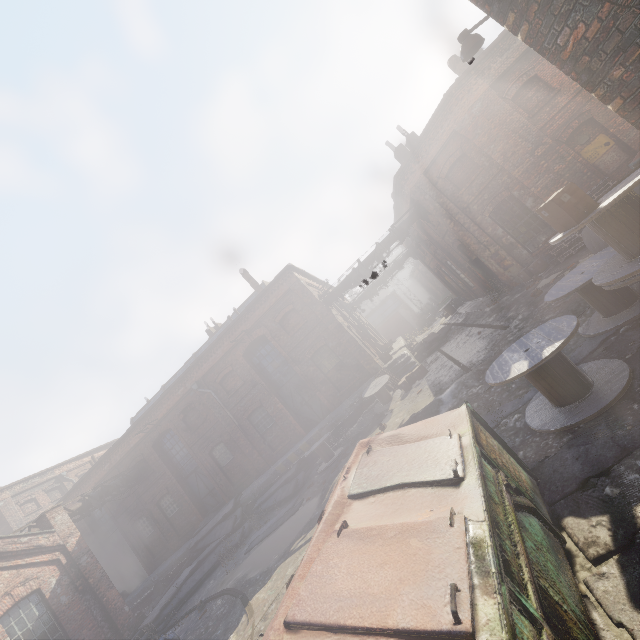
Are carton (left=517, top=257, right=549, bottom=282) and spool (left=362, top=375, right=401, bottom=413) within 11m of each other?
→ yes

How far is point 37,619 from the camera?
11.5 meters

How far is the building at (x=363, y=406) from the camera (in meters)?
15.62

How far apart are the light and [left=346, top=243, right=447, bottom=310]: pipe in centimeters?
1121cm

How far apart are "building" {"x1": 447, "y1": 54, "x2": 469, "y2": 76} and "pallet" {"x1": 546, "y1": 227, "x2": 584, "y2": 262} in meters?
8.7

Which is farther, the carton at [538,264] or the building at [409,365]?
the building at [409,365]

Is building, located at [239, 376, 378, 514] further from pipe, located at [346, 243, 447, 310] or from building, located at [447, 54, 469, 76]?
building, located at [447, 54, 469, 76]

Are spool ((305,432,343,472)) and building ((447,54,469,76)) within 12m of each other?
no
